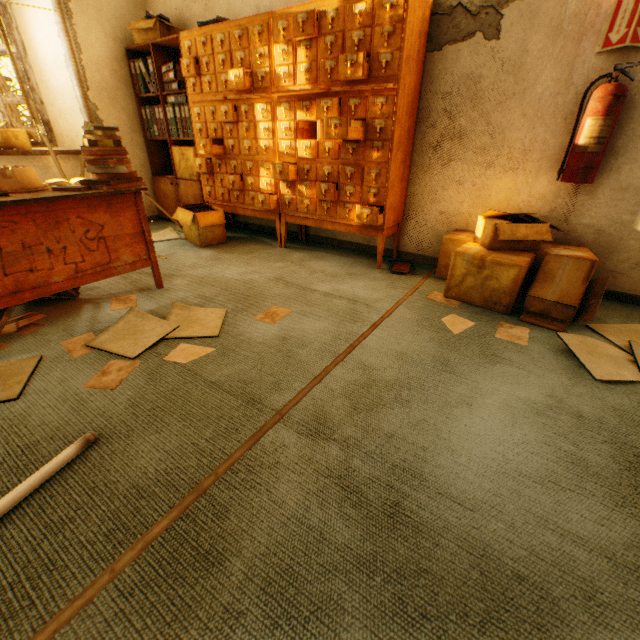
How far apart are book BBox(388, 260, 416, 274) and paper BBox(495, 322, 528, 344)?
0.9m

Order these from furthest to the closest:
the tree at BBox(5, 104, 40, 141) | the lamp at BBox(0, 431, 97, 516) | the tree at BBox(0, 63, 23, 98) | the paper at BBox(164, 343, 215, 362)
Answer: the tree at BBox(5, 104, 40, 141), the tree at BBox(0, 63, 23, 98), the paper at BBox(164, 343, 215, 362), the lamp at BBox(0, 431, 97, 516)

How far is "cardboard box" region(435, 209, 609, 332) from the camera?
1.9m

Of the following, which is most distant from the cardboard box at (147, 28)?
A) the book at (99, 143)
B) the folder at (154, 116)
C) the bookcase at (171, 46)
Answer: the book at (99, 143)

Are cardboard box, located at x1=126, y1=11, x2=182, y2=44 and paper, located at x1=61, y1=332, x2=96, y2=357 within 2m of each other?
no

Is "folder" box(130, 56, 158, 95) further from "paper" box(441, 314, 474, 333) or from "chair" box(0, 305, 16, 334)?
"paper" box(441, 314, 474, 333)

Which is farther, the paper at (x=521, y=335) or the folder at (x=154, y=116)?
the folder at (x=154, y=116)

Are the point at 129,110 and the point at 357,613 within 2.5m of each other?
no
